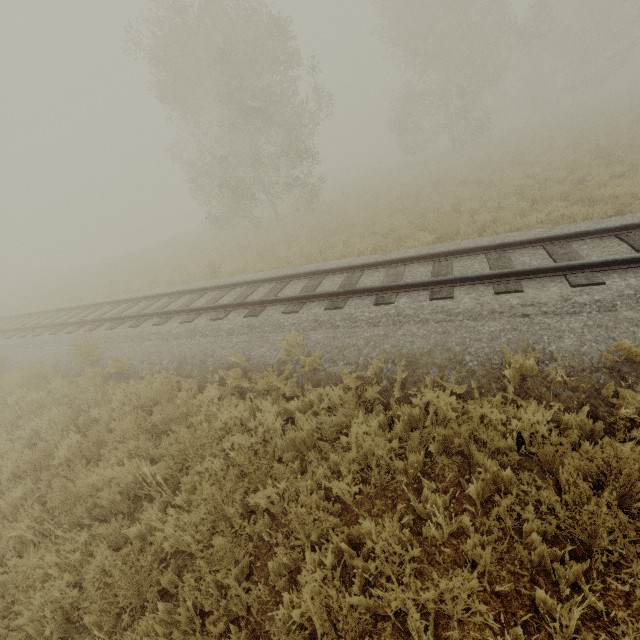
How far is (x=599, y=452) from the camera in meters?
2.9 m
